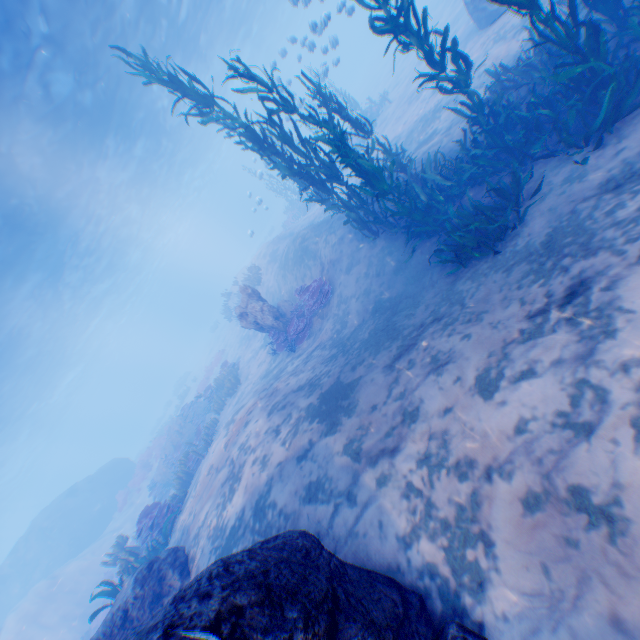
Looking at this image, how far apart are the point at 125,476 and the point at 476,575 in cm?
3564

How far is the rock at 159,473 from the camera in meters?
19.8

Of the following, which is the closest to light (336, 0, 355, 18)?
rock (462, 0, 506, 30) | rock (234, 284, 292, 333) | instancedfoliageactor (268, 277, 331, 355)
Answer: rock (462, 0, 506, 30)

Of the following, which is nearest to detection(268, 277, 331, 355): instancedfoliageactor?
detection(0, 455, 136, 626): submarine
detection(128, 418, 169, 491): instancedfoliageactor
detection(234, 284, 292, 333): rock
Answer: detection(234, 284, 292, 333): rock

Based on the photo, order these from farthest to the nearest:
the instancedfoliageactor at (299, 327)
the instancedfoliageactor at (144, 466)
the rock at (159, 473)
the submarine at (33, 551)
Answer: the submarine at (33, 551) < the instancedfoliageactor at (144, 466) < the rock at (159, 473) < the instancedfoliageactor at (299, 327)

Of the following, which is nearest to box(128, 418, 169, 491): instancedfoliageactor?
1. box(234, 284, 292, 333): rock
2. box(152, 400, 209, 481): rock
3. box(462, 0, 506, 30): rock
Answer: box(152, 400, 209, 481): rock

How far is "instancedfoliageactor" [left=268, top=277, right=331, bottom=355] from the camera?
11.8 meters

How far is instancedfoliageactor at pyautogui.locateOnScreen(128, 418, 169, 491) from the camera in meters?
24.0
